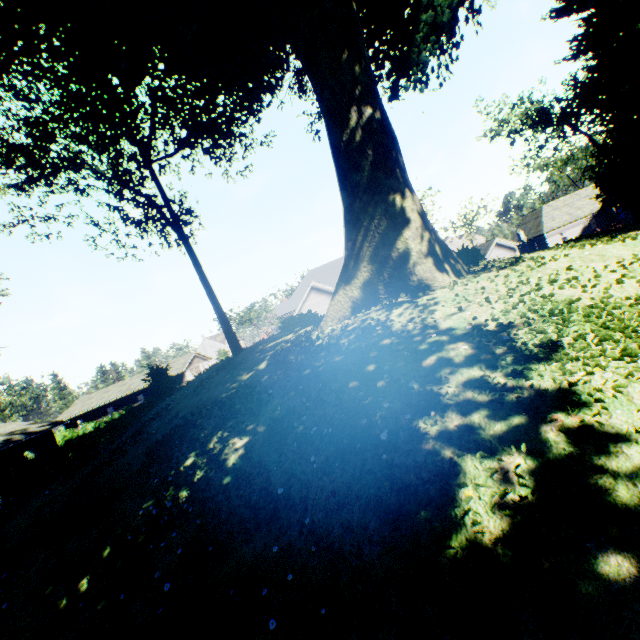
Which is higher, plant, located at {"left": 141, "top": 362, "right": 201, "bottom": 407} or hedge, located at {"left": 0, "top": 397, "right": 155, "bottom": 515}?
plant, located at {"left": 141, "top": 362, "right": 201, "bottom": 407}

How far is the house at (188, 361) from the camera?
47.75m

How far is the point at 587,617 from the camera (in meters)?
2.26

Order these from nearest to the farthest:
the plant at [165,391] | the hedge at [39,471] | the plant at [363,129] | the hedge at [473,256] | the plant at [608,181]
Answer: the plant at [363,129] → the hedge at [473,256] → the hedge at [39,471] → the plant at [165,391] → the plant at [608,181]

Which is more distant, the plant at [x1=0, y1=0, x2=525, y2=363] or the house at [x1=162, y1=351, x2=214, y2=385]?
the house at [x1=162, y1=351, x2=214, y2=385]

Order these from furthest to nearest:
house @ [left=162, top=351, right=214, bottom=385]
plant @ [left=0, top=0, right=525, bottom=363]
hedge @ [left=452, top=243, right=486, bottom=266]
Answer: house @ [left=162, top=351, right=214, bottom=385] → hedge @ [left=452, top=243, right=486, bottom=266] → plant @ [left=0, top=0, right=525, bottom=363]

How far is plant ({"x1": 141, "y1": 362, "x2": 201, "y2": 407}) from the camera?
16.5 meters

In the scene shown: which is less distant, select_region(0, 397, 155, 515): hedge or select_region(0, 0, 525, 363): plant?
select_region(0, 0, 525, 363): plant
